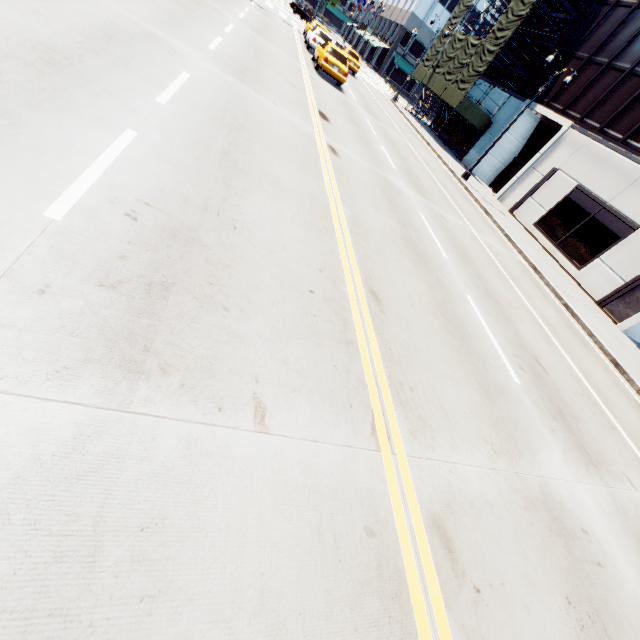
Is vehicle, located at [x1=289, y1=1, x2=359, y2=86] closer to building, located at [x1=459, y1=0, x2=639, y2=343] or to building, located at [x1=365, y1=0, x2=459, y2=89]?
building, located at [x1=459, y1=0, x2=639, y2=343]

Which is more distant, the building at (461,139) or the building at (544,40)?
the building at (461,139)

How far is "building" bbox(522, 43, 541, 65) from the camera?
26.5 meters

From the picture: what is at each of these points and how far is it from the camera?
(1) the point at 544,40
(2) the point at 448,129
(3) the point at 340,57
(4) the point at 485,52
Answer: (1) building, 26.3m
(2) building, 34.4m
(3) vehicle, 18.9m
(4) scaffolding, 26.5m

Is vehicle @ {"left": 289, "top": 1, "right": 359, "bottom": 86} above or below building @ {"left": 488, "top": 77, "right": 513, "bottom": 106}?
below

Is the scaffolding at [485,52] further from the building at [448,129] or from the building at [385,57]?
the building at [385,57]

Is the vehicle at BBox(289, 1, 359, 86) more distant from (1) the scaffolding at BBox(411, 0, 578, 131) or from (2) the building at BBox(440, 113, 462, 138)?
(2) the building at BBox(440, 113, 462, 138)
